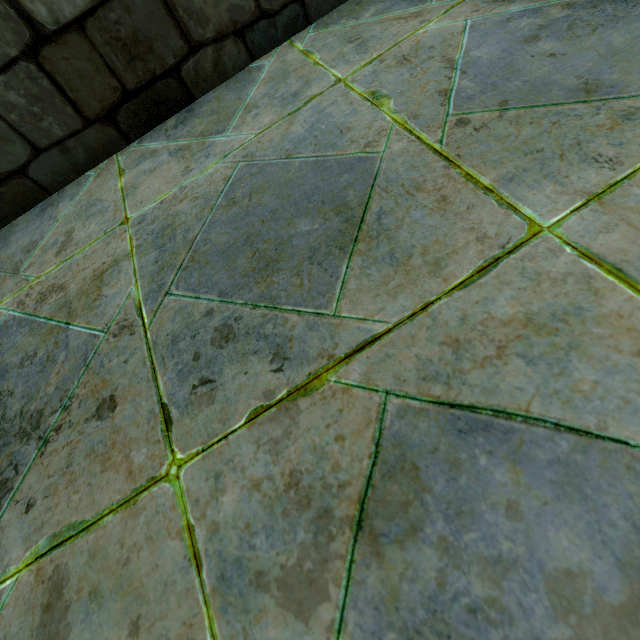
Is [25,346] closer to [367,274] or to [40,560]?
[40,560]
